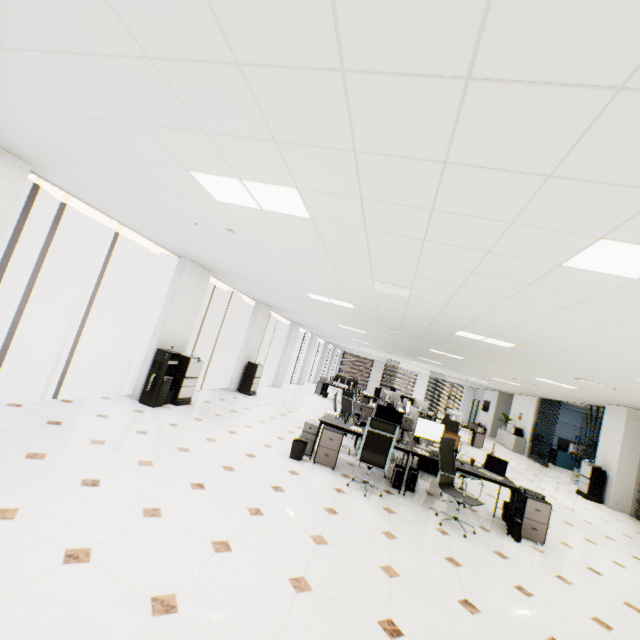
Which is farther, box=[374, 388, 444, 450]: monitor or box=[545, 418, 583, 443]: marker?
box=[545, 418, 583, 443]: marker

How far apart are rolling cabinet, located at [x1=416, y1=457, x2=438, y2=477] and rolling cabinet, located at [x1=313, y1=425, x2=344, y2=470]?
2.36m

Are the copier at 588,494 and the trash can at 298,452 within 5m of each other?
no

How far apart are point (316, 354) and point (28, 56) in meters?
20.6 m

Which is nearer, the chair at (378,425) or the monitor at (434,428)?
the chair at (378,425)

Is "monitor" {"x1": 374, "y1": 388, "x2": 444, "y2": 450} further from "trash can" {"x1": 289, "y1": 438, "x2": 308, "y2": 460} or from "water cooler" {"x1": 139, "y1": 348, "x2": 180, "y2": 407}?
"water cooler" {"x1": 139, "y1": 348, "x2": 180, "y2": 407}

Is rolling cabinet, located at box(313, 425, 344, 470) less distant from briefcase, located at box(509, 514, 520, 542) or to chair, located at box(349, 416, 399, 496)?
chair, located at box(349, 416, 399, 496)

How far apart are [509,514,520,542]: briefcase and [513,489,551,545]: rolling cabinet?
0.03m
